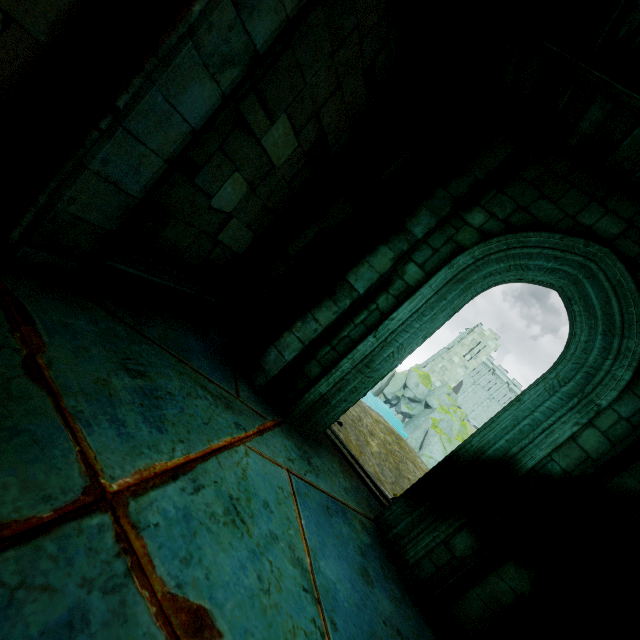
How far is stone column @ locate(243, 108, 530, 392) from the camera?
4.12m

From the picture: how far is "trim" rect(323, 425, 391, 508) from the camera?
4.96m

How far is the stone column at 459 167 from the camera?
4.1 meters

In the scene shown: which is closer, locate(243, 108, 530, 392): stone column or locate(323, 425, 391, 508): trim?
locate(243, 108, 530, 392): stone column

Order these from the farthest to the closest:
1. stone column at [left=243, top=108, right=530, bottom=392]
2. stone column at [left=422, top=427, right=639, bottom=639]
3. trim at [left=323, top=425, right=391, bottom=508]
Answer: trim at [left=323, top=425, right=391, bottom=508] < stone column at [left=243, top=108, right=530, bottom=392] < stone column at [left=422, top=427, right=639, bottom=639]

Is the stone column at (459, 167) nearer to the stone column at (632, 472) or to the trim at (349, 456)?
the trim at (349, 456)

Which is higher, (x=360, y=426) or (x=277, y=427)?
(x=277, y=427)

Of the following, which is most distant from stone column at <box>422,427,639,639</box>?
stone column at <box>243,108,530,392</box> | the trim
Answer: stone column at <box>243,108,530,392</box>
